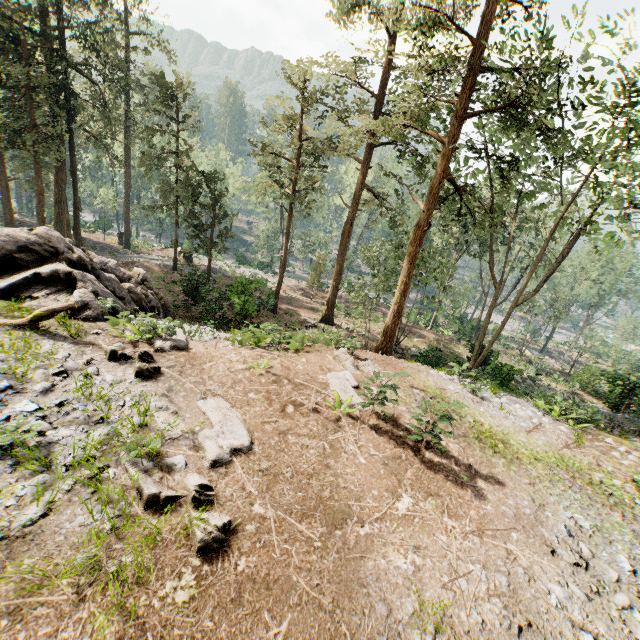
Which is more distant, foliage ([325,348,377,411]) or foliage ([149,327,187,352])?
foliage ([149,327,187,352])

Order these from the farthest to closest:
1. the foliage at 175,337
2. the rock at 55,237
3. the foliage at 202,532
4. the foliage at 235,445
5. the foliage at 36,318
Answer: the rock at 55,237 < the foliage at 175,337 < the foliage at 36,318 < the foliage at 235,445 < the foliage at 202,532

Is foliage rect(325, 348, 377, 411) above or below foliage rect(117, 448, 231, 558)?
below

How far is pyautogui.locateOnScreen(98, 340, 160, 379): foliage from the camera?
8.22m

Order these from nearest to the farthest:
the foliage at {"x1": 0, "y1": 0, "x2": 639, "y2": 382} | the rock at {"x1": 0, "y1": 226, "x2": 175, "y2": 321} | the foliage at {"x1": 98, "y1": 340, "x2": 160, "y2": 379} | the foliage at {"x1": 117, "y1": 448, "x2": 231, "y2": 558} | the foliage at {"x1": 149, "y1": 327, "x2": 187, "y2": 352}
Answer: the foliage at {"x1": 117, "y1": 448, "x2": 231, "y2": 558}
the foliage at {"x1": 98, "y1": 340, "x2": 160, "y2": 379}
the foliage at {"x1": 149, "y1": 327, "x2": 187, "y2": 352}
the rock at {"x1": 0, "y1": 226, "x2": 175, "y2": 321}
the foliage at {"x1": 0, "y1": 0, "x2": 639, "y2": 382}

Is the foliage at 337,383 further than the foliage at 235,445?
Yes

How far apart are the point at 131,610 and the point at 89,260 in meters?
13.7
